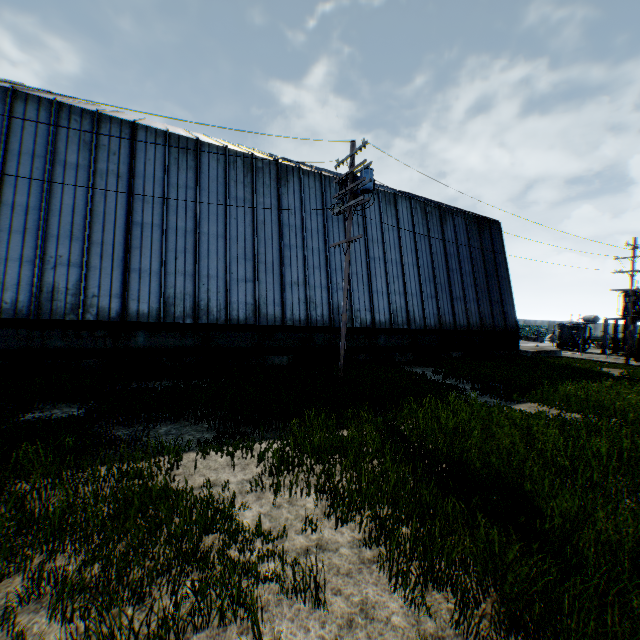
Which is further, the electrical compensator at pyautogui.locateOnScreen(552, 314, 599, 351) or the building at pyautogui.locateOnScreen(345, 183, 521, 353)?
the electrical compensator at pyautogui.locateOnScreen(552, 314, 599, 351)

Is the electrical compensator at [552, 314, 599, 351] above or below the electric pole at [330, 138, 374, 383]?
below

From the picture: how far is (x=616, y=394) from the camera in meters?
11.4 m

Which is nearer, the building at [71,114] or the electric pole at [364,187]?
the electric pole at [364,187]

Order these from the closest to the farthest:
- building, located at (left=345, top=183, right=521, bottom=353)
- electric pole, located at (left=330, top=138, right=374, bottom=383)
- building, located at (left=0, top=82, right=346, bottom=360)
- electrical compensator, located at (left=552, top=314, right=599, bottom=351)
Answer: electric pole, located at (left=330, top=138, right=374, bottom=383)
building, located at (left=0, top=82, right=346, bottom=360)
building, located at (left=345, top=183, right=521, bottom=353)
electrical compensator, located at (left=552, top=314, right=599, bottom=351)

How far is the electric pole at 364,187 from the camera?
11.9m

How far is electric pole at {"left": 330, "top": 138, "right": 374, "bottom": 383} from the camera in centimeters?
1189cm

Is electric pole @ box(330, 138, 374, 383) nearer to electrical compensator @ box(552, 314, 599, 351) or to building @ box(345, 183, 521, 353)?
building @ box(345, 183, 521, 353)
